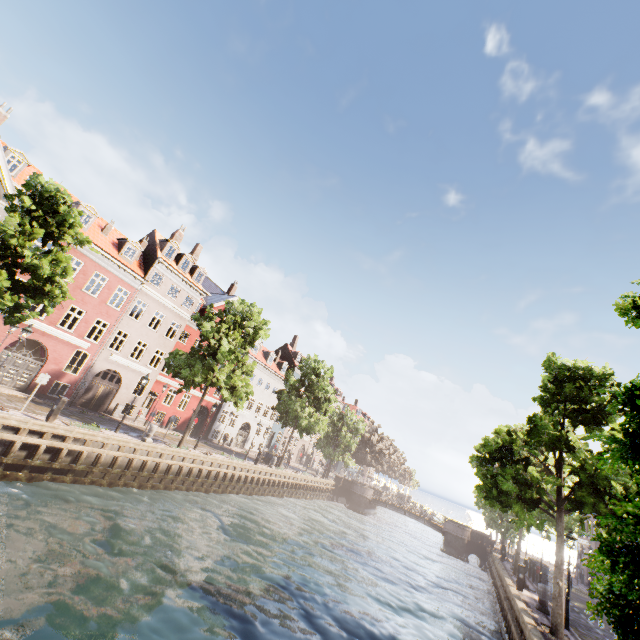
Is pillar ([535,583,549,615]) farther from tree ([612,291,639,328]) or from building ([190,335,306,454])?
building ([190,335,306,454])

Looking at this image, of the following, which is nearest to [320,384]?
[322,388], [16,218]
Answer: [322,388]

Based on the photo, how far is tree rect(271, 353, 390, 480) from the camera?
35.16m

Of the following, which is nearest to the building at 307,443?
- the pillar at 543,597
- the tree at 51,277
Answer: the tree at 51,277

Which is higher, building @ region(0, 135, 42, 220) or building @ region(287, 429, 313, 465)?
building @ region(0, 135, 42, 220)

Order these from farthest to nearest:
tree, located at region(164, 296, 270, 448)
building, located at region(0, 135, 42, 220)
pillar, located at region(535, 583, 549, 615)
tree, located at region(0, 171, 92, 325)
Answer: tree, located at region(164, 296, 270, 448) → building, located at region(0, 135, 42, 220) → pillar, located at region(535, 583, 549, 615) → tree, located at region(0, 171, 92, 325)

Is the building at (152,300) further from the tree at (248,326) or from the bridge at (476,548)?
the bridge at (476,548)

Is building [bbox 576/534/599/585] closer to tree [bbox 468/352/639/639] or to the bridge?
tree [bbox 468/352/639/639]
